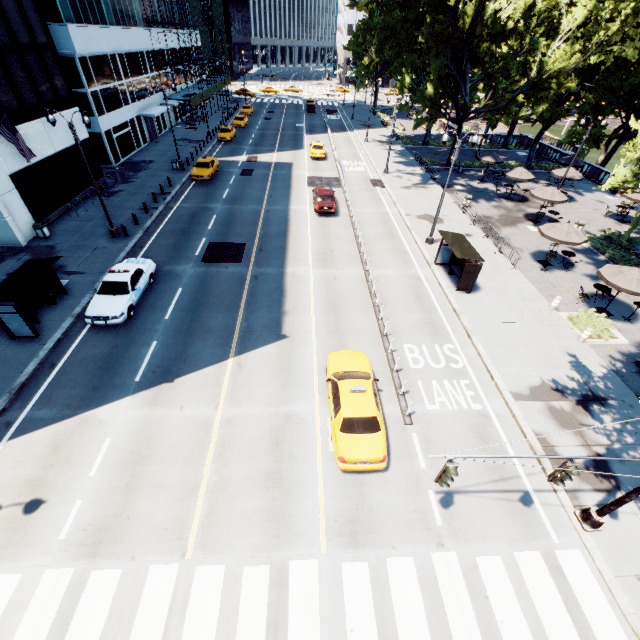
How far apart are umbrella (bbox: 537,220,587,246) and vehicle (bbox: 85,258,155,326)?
24.63m

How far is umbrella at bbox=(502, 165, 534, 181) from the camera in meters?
29.8 m

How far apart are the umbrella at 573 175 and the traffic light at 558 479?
33.9m

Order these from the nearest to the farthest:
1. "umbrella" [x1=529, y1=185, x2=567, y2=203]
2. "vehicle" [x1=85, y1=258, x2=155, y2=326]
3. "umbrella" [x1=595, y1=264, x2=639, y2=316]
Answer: "vehicle" [x1=85, y1=258, x2=155, y2=326] < "umbrella" [x1=595, y1=264, x2=639, y2=316] < "umbrella" [x1=529, y1=185, x2=567, y2=203]

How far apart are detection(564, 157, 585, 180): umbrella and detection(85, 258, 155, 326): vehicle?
36.65m

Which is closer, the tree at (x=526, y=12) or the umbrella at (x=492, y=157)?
the tree at (x=526, y=12)

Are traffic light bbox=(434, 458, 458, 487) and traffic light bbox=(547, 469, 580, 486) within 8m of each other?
yes

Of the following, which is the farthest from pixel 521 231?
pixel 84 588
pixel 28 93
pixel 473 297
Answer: pixel 28 93
